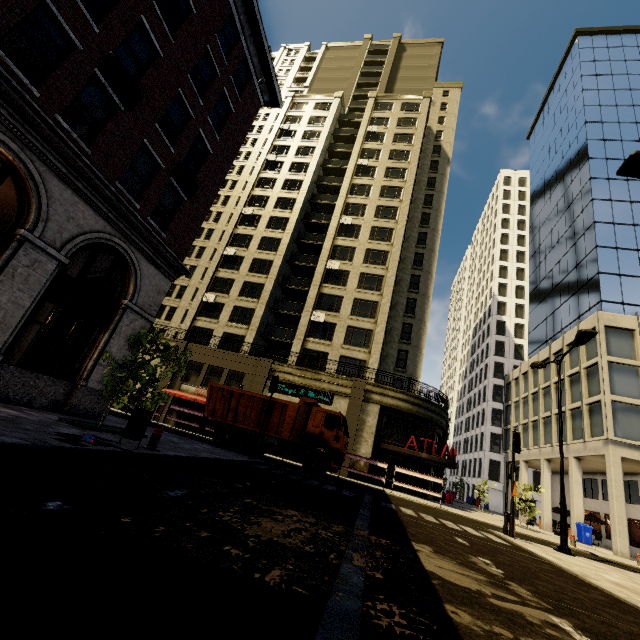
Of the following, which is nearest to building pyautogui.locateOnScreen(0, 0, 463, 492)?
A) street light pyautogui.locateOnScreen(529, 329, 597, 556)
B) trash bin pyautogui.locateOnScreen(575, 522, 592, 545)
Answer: trash bin pyautogui.locateOnScreen(575, 522, 592, 545)

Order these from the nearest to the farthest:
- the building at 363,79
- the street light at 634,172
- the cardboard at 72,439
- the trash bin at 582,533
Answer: the cardboard at 72,439 < the street light at 634,172 < the building at 363,79 < the trash bin at 582,533

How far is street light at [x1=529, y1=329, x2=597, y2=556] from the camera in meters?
11.8 m

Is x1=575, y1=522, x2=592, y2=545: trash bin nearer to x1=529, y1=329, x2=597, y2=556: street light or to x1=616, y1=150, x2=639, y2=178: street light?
x1=529, y1=329, x2=597, y2=556: street light

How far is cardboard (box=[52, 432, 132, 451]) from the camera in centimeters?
578cm

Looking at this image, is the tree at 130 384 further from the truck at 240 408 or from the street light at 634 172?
the truck at 240 408

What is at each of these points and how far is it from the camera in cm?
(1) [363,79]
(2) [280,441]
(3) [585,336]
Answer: (1) building, 5081
(2) truck, 1647
(3) street light, 1270

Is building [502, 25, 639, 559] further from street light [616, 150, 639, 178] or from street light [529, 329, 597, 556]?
street light [616, 150, 639, 178]
